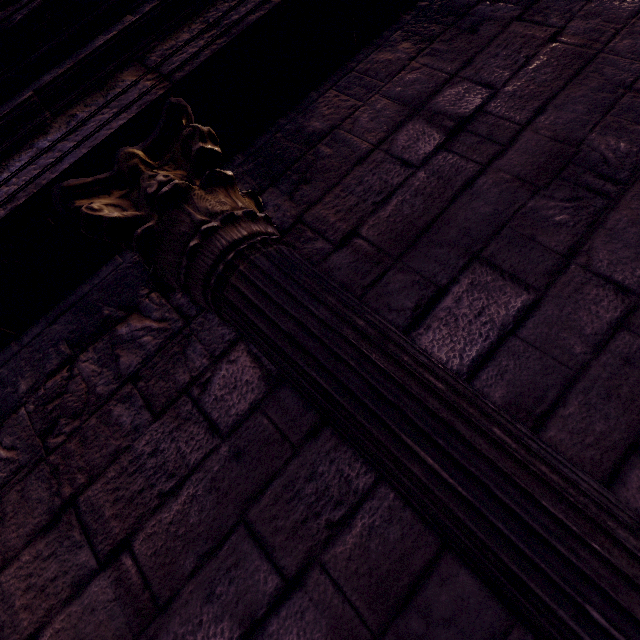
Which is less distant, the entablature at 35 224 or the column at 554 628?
the column at 554 628

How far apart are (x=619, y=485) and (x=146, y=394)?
1.5m

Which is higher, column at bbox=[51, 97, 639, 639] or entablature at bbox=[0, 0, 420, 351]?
entablature at bbox=[0, 0, 420, 351]

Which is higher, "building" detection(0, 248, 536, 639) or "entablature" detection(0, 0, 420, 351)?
"entablature" detection(0, 0, 420, 351)

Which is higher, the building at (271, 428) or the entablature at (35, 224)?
the entablature at (35, 224)

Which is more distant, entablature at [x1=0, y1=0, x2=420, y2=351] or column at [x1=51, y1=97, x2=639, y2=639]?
entablature at [x1=0, y1=0, x2=420, y2=351]
